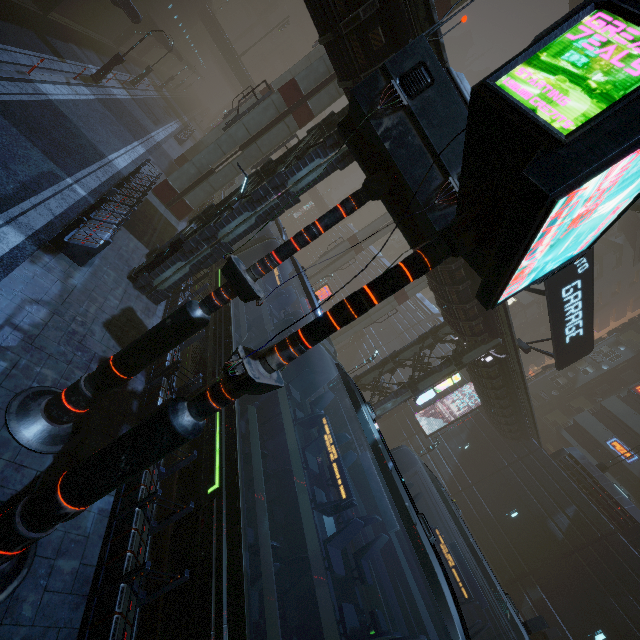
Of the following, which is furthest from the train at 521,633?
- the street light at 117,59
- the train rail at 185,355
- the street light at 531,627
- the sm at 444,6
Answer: the street light at 117,59

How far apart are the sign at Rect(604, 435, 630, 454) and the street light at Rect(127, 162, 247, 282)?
38.97m

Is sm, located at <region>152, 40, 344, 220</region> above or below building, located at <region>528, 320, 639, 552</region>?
below

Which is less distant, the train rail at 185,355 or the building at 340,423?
the train rail at 185,355

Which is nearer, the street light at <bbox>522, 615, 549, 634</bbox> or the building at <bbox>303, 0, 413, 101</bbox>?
the building at <bbox>303, 0, 413, 101</bbox>

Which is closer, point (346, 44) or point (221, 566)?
point (221, 566)

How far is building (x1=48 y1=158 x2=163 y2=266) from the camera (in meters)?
9.34
